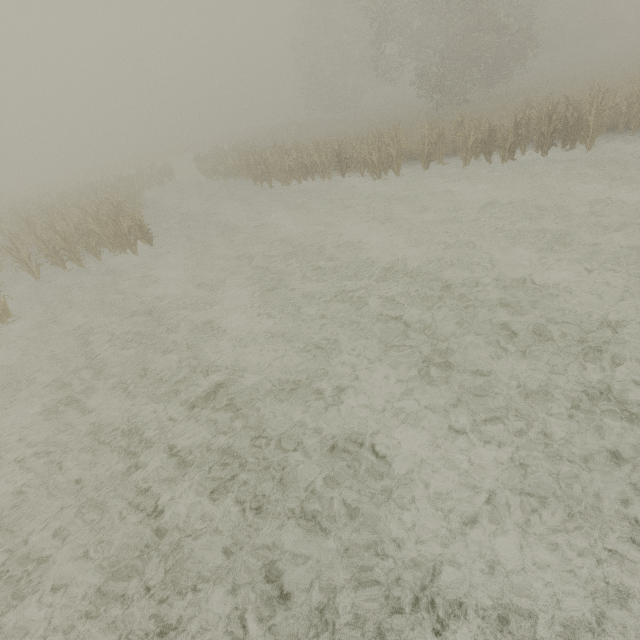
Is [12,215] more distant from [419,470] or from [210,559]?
[419,470]
